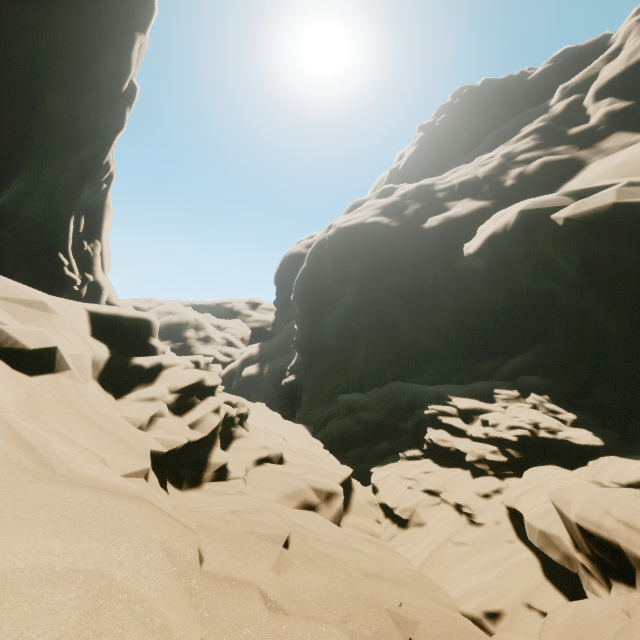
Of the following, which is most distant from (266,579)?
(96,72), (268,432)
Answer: (96,72)
